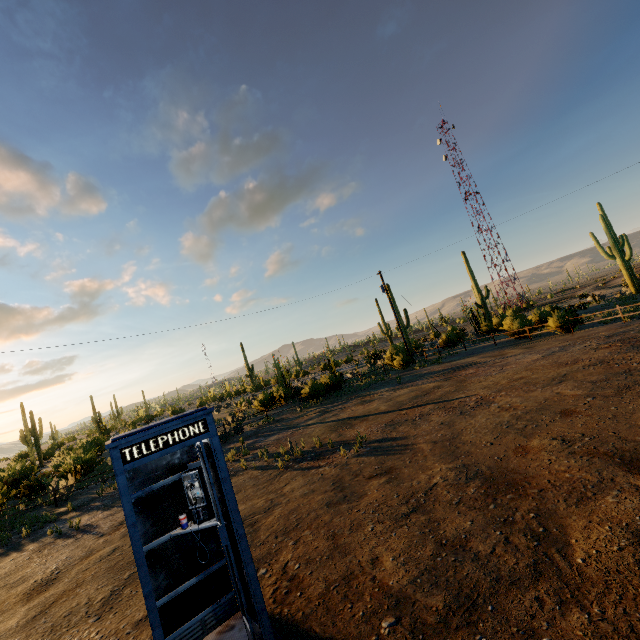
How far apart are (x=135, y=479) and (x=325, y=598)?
2.8 meters

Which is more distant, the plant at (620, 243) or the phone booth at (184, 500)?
the plant at (620, 243)

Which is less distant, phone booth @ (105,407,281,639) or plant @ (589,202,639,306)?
phone booth @ (105,407,281,639)
